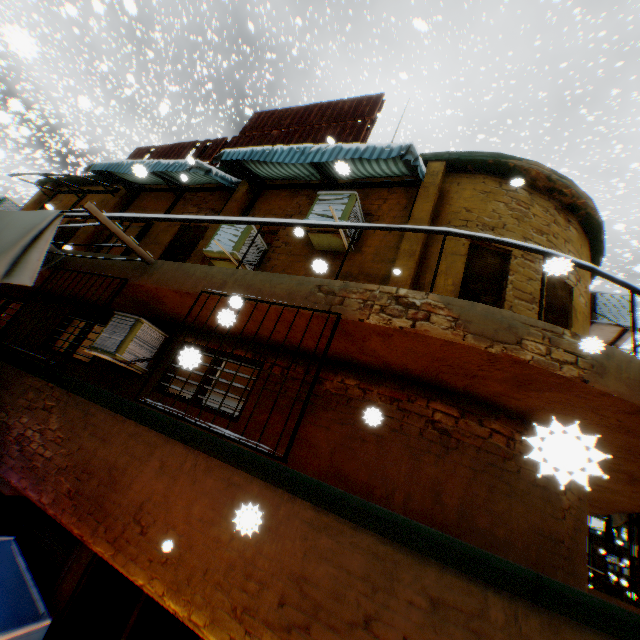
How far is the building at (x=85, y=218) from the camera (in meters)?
7.22

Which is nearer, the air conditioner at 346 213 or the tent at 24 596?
A: the tent at 24 596

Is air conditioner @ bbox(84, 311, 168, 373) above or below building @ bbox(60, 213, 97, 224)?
below

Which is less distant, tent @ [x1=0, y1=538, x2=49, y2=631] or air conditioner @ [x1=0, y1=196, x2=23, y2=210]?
tent @ [x1=0, y1=538, x2=49, y2=631]

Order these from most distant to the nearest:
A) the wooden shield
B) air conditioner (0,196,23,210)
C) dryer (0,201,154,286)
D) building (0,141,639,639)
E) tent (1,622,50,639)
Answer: air conditioner (0,196,23,210), the wooden shield, dryer (0,201,154,286), tent (1,622,50,639), building (0,141,639,639)

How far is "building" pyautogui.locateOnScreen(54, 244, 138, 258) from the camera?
5.96m

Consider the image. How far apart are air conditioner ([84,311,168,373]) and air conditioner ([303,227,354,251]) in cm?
275

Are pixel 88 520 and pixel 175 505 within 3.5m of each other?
yes
